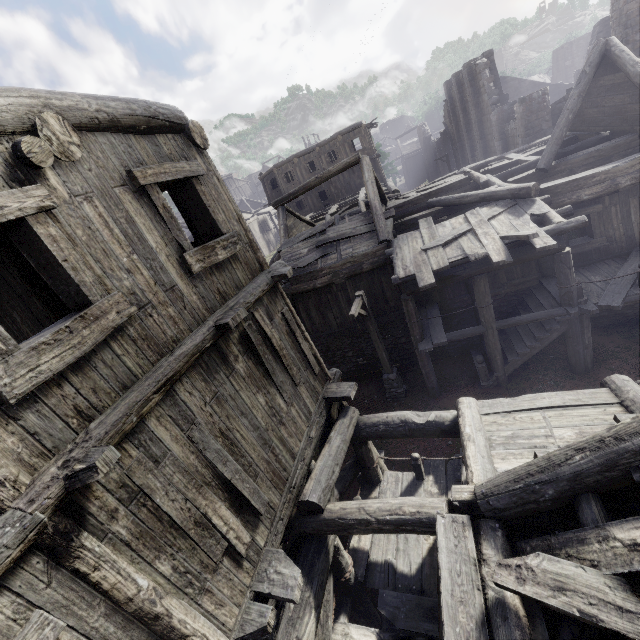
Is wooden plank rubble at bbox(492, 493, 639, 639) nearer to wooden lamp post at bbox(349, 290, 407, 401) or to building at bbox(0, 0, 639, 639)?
building at bbox(0, 0, 639, 639)

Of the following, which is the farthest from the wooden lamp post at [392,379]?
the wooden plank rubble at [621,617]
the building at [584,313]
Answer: the wooden plank rubble at [621,617]

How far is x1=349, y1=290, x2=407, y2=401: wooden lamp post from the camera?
10.9m

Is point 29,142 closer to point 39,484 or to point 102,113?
point 102,113

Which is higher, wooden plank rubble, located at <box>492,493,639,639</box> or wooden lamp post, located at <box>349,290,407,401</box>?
wooden plank rubble, located at <box>492,493,639,639</box>

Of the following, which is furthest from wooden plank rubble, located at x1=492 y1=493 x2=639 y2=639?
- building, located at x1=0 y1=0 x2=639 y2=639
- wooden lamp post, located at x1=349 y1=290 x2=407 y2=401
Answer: wooden lamp post, located at x1=349 y1=290 x2=407 y2=401

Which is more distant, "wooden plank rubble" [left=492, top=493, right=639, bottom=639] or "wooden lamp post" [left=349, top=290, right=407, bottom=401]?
"wooden lamp post" [left=349, top=290, right=407, bottom=401]

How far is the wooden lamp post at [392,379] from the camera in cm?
1093
